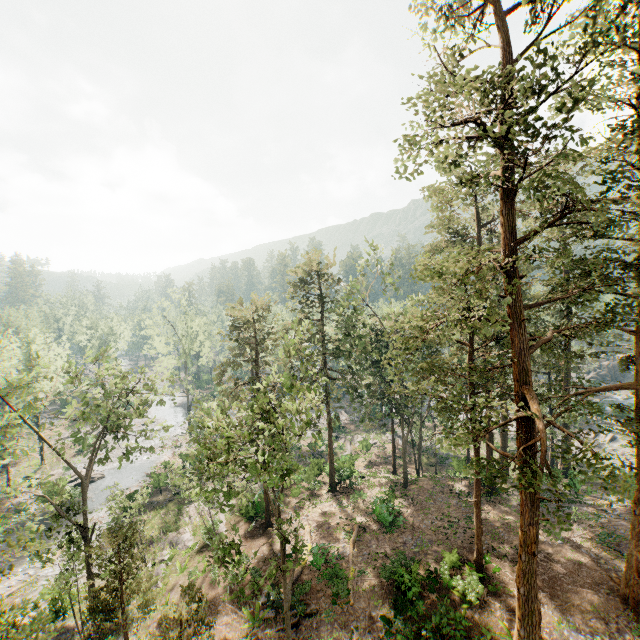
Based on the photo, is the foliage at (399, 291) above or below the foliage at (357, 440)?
above

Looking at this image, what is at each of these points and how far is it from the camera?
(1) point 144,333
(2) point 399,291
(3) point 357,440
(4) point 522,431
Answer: (1) foliage, 46.00m
(2) foliage, 26.67m
(3) foliage, 47.44m
(4) foliage, 14.65m

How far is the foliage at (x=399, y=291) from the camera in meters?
26.5 m

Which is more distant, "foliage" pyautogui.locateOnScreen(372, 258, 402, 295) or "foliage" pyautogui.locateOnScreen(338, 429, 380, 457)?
"foliage" pyautogui.locateOnScreen(338, 429, 380, 457)

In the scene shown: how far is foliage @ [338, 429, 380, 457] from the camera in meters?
42.4 m

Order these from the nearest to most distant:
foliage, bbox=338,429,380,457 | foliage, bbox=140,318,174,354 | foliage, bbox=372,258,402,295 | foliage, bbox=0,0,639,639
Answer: foliage, bbox=0,0,639,639 → foliage, bbox=372,258,402,295 → foliage, bbox=338,429,380,457 → foliage, bbox=140,318,174,354
